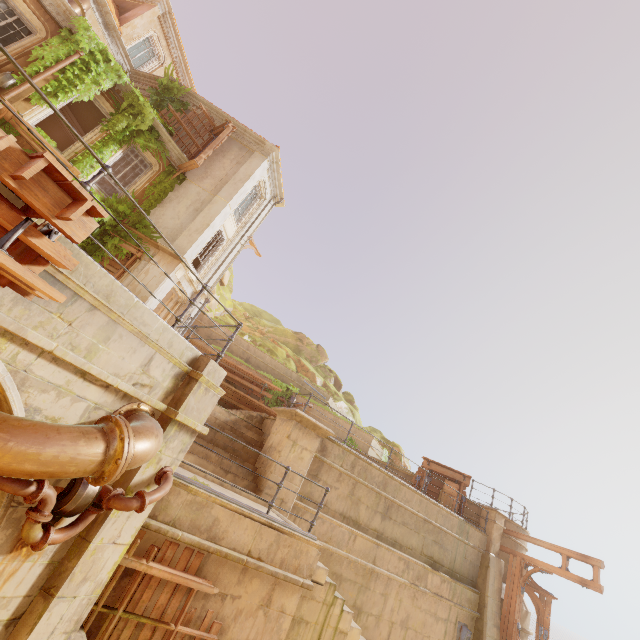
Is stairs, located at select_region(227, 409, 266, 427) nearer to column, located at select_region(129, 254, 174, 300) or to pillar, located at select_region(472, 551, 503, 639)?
column, located at select_region(129, 254, 174, 300)

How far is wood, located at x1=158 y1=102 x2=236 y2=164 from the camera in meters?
15.0

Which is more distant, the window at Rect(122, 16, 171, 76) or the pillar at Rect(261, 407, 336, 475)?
the window at Rect(122, 16, 171, 76)

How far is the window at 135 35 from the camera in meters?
17.1 m

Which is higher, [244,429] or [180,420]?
[244,429]

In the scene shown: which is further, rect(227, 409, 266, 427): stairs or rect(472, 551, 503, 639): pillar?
rect(472, 551, 503, 639): pillar

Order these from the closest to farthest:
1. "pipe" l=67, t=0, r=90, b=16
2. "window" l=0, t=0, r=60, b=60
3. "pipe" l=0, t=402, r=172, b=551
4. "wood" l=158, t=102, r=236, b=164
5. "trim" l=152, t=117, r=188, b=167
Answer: "pipe" l=0, t=402, r=172, b=551, "window" l=0, t=0, r=60, b=60, "pipe" l=67, t=0, r=90, b=16, "trim" l=152, t=117, r=188, b=167, "wood" l=158, t=102, r=236, b=164

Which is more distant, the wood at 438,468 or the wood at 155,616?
the wood at 438,468
